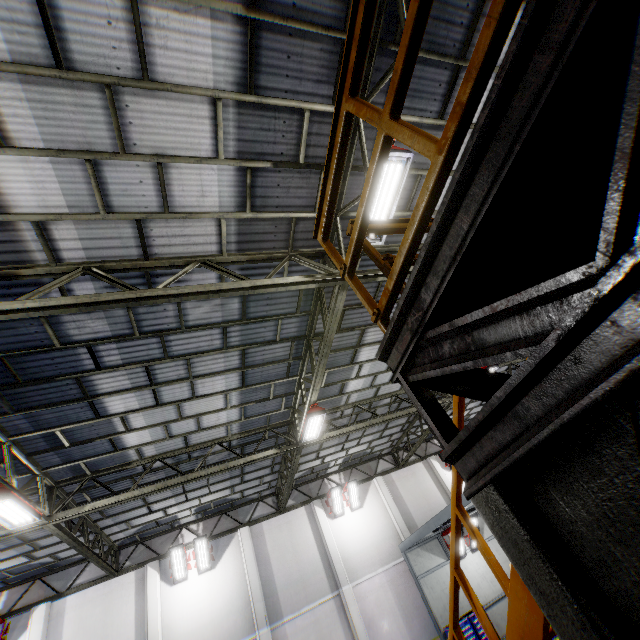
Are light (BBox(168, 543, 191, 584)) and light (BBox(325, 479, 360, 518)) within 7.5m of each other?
yes

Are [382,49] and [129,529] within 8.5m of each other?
no

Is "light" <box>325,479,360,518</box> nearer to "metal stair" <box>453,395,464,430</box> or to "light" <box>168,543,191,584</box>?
"light" <box>168,543,191,584</box>

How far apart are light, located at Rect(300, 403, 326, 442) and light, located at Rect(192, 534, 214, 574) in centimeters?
826cm

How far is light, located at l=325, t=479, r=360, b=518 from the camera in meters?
17.1

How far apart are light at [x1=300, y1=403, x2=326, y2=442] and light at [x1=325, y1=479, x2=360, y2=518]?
7.8 meters

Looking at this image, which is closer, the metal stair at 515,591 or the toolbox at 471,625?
the metal stair at 515,591

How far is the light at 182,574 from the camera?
14.1 meters
